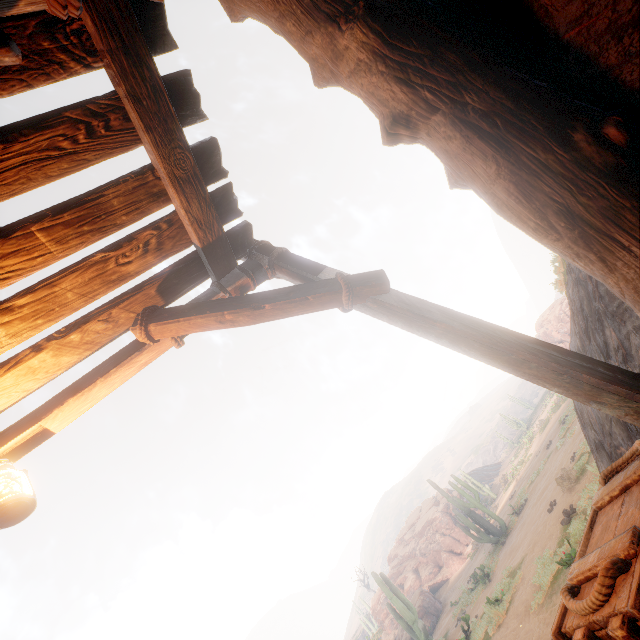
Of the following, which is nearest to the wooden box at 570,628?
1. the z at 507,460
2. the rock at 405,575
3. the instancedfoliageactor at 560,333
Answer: the z at 507,460

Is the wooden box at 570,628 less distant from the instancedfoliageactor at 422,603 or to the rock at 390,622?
the instancedfoliageactor at 422,603

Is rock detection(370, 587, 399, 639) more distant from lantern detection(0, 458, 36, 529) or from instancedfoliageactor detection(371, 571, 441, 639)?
lantern detection(0, 458, 36, 529)

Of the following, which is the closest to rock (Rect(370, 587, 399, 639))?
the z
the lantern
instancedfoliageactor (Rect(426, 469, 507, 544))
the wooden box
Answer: instancedfoliageactor (Rect(426, 469, 507, 544))

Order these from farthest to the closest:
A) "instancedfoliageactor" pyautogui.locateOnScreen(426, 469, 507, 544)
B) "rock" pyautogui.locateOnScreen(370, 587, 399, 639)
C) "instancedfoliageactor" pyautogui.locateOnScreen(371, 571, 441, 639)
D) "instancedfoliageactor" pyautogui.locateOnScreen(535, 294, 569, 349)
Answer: "instancedfoliageactor" pyautogui.locateOnScreen(535, 294, 569, 349)
"rock" pyautogui.locateOnScreen(370, 587, 399, 639)
"instancedfoliageactor" pyautogui.locateOnScreen(426, 469, 507, 544)
"instancedfoliageactor" pyautogui.locateOnScreen(371, 571, 441, 639)

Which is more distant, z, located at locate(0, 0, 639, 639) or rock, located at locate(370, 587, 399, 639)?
rock, located at locate(370, 587, 399, 639)

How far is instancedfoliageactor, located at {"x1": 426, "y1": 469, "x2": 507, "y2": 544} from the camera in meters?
14.7

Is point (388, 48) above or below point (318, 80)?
below
